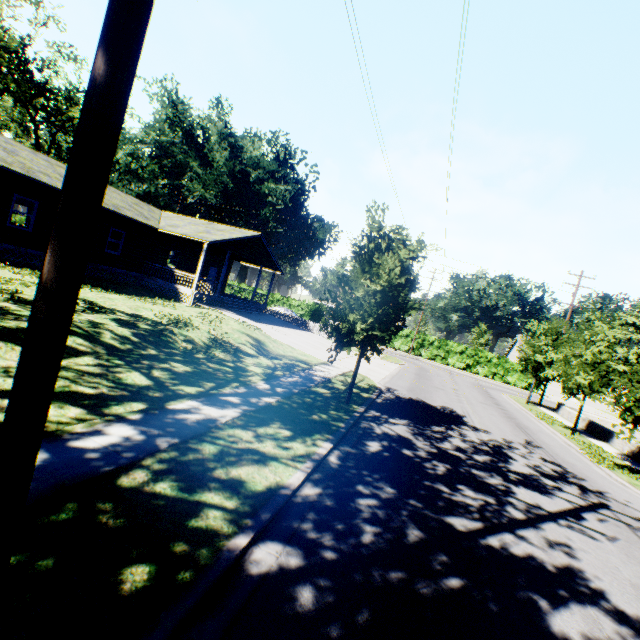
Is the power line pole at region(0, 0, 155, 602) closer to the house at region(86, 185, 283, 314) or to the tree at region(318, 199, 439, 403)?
the tree at region(318, 199, 439, 403)

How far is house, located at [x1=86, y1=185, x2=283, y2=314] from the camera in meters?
20.5 m

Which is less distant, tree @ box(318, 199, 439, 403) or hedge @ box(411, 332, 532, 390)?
tree @ box(318, 199, 439, 403)

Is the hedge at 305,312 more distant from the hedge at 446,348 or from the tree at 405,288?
the tree at 405,288

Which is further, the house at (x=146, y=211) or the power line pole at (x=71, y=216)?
the house at (x=146, y=211)

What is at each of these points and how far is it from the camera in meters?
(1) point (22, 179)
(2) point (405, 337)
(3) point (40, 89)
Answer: (1) house, 15.6
(2) hedge, 45.0
(3) tree, 36.2

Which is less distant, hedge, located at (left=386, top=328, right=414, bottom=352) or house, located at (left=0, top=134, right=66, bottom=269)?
house, located at (left=0, top=134, right=66, bottom=269)

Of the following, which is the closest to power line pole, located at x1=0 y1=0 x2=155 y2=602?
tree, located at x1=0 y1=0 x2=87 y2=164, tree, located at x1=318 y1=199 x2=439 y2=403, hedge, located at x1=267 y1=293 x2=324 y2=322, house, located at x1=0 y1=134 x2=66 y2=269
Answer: tree, located at x1=318 y1=199 x2=439 y2=403
